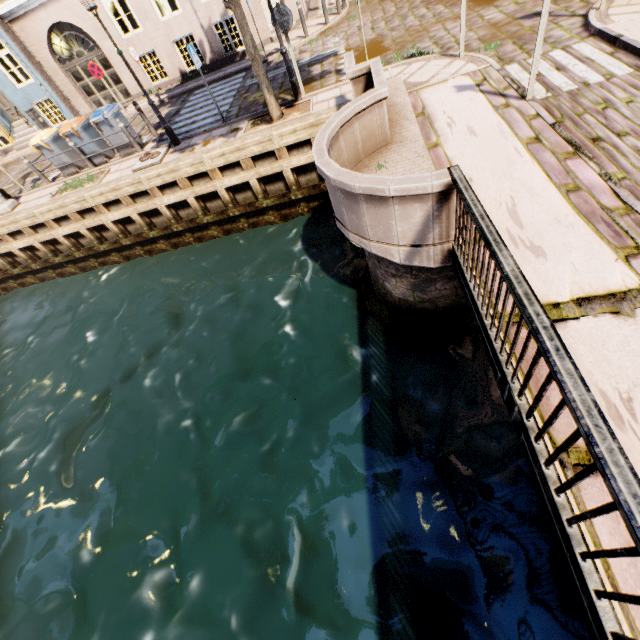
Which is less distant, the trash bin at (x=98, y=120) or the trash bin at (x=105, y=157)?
the trash bin at (x=98, y=120)

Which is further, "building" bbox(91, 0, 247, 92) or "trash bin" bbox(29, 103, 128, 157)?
"building" bbox(91, 0, 247, 92)

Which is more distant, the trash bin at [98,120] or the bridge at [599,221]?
the trash bin at [98,120]

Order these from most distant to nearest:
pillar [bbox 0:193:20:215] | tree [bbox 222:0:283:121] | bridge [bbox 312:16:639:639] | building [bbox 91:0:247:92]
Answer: building [bbox 91:0:247:92] → pillar [bbox 0:193:20:215] → tree [bbox 222:0:283:121] → bridge [bbox 312:16:639:639]

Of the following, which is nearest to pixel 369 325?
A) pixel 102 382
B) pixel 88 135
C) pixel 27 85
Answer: pixel 102 382

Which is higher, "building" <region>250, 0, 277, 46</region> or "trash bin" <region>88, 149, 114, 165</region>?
"building" <region>250, 0, 277, 46</region>

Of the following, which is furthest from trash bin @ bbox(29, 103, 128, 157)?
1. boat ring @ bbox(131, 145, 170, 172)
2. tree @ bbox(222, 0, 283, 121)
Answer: tree @ bbox(222, 0, 283, 121)

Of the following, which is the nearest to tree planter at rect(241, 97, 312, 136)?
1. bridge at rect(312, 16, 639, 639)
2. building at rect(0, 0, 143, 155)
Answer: bridge at rect(312, 16, 639, 639)
